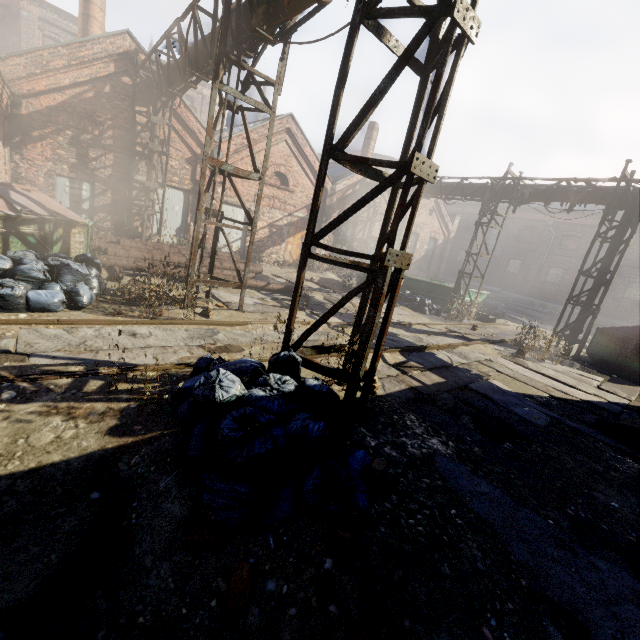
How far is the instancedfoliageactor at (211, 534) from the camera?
2.21m

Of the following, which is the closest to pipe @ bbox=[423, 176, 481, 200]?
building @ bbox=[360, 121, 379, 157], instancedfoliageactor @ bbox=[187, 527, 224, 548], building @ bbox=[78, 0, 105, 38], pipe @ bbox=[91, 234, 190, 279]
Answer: pipe @ bbox=[91, 234, 190, 279]

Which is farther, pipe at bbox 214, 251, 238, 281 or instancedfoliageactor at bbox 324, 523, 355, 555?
pipe at bbox 214, 251, 238, 281

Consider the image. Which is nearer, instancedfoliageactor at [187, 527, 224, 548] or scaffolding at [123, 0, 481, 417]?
instancedfoliageactor at [187, 527, 224, 548]

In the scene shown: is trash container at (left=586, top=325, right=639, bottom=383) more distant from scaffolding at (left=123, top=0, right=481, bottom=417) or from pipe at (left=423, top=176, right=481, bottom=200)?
scaffolding at (left=123, top=0, right=481, bottom=417)

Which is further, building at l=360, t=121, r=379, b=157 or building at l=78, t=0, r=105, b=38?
building at l=360, t=121, r=379, b=157

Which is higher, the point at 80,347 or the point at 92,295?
the point at 92,295

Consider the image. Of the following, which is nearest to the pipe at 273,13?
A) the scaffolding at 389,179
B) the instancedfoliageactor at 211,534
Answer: the scaffolding at 389,179
